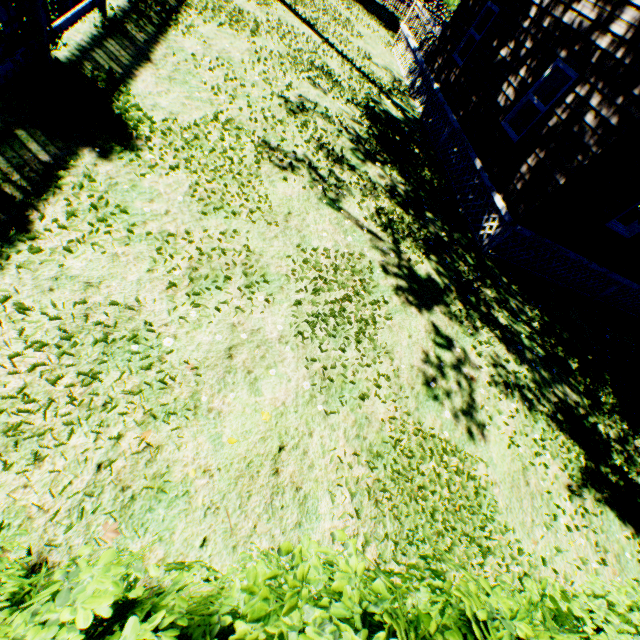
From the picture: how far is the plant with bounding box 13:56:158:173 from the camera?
4.6m

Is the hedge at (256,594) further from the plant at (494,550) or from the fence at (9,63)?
the plant at (494,550)

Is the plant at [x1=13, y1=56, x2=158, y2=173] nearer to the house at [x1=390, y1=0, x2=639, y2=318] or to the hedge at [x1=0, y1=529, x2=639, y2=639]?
the house at [x1=390, y1=0, x2=639, y2=318]

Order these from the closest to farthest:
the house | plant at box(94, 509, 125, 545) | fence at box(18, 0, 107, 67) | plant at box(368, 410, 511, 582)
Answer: plant at box(94, 509, 125, 545) → plant at box(368, 410, 511, 582) → fence at box(18, 0, 107, 67) → the house

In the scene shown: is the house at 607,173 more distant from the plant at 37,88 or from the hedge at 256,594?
the hedge at 256,594

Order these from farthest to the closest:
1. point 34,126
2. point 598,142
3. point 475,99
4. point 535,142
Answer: point 475,99 < point 535,142 < point 598,142 < point 34,126

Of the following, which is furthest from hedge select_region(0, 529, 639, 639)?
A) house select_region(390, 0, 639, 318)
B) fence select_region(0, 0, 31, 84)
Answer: house select_region(390, 0, 639, 318)
